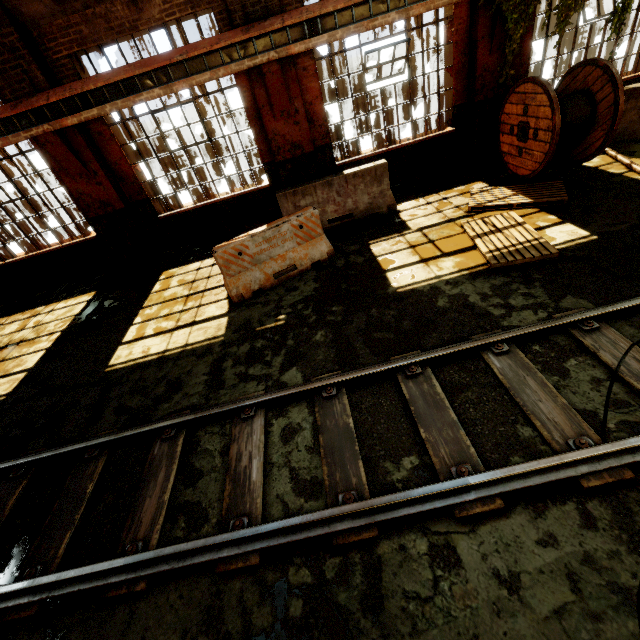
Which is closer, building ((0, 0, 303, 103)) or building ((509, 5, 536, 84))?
building ((0, 0, 303, 103))

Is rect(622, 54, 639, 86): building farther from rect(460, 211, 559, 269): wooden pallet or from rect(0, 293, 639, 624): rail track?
rect(0, 293, 639, 624): rail track

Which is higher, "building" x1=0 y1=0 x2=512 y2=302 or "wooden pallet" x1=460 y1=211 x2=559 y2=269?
"building" x1=0 y1=0 x2=512 y2=302

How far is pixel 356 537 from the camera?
2.6 meters

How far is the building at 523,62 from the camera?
7.2m

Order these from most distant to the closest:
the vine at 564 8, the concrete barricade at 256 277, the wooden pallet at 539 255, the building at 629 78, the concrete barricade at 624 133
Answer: the building at 629 78 < the concrete barricade at 624 133 < the vine at 564 8 < the concrete barricade at 256 277 < the wooden pallet at 539 255

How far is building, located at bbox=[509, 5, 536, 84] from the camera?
7.2 meters

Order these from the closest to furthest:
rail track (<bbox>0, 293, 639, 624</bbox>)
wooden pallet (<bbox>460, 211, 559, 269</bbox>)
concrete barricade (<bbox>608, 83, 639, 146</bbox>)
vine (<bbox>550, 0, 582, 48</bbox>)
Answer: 1. rail track (<bbox>0, 293, 639, 624</bbox>)
2. wooden pallet (<bbox>460, 211, 559, 269</bbox>)
3. vine (<bbox>550, 0, 582, 48</bbox>)
4. concrete barricade (<bbox>608, 83, 639, 146</bbox>)
